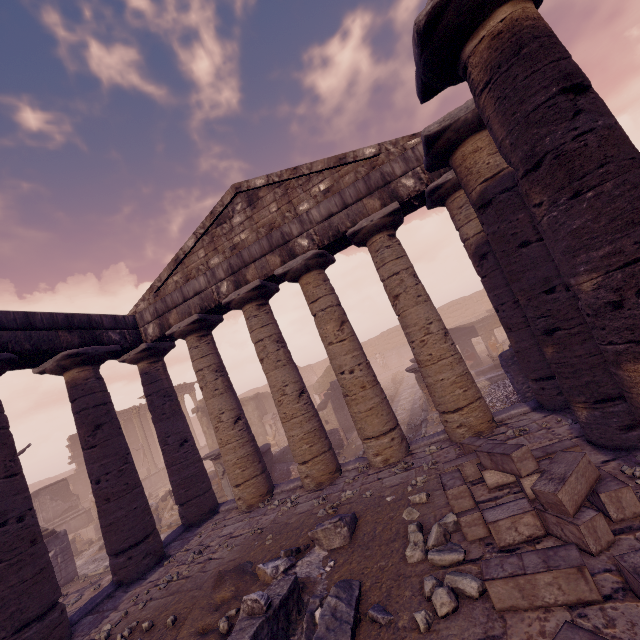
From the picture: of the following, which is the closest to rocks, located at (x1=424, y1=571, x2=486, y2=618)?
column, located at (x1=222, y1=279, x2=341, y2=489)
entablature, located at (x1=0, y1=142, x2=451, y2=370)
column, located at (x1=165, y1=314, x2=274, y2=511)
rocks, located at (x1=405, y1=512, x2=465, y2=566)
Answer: rocks, located at (x1=405, y1=512, x2=465, y2=566)

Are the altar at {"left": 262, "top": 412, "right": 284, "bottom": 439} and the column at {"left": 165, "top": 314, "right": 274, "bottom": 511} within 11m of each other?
no

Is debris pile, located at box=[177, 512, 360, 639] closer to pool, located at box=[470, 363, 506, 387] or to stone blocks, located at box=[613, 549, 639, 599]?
stone blocks, located at box=[613, 549, 639, 599]

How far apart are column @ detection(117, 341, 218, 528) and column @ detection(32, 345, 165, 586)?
0.7m

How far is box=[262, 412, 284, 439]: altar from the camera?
25.6 meters

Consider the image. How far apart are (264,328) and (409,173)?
5.30m

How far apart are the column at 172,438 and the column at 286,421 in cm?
278

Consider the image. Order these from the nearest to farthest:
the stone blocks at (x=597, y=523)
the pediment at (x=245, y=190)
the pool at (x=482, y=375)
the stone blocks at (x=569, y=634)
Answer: the stone blocks at (x=569, y=634) → the stone blocks at (x=597, y=523) → the pediment at (x=245, y=190) → the pool at (x=482, y=375)
